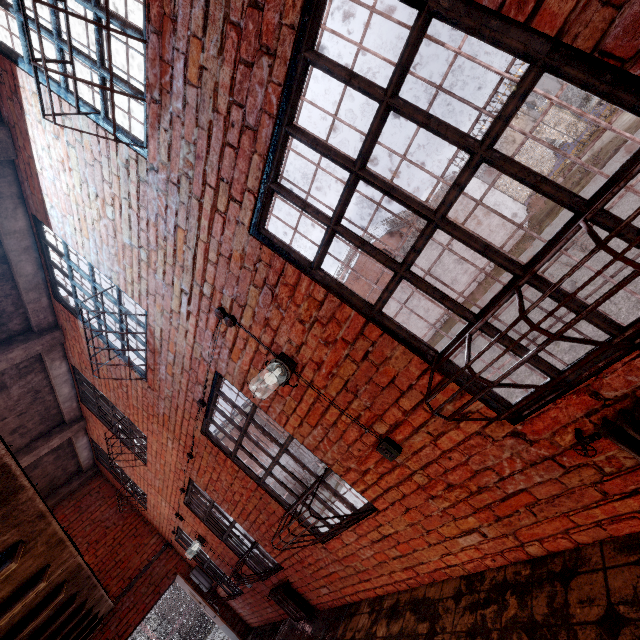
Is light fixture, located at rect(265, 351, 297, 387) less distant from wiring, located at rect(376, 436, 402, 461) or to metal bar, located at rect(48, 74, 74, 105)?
wiring, located at rect(376, 436, 402, 461)

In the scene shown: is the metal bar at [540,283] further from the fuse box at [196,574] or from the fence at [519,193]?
the fence at [519,193]

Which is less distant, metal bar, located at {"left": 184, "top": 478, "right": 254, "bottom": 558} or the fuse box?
metal bar, located at {"left": 184, "top": 478, "right": 254, "bottom": 558}

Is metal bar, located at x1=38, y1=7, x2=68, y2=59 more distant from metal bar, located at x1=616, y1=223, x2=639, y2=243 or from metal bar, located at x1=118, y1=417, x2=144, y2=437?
metal bar, located at x1=118, y1=417, x2=144, y2=437

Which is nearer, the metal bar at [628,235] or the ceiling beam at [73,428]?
the metal bar at [628,235]

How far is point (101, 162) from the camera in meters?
2.6

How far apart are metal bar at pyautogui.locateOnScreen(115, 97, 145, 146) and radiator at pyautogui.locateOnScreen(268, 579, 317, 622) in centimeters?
580cm

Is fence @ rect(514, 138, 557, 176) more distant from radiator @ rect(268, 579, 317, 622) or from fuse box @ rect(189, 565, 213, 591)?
fuse box @ rect(189, 565, 213, 591)
